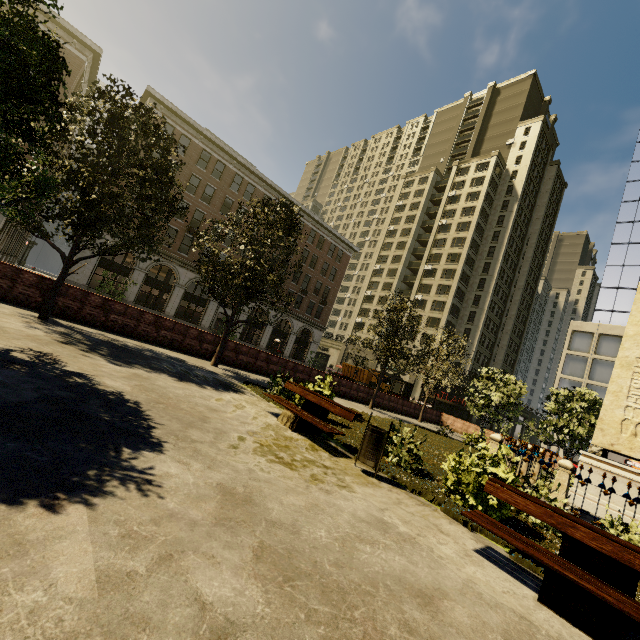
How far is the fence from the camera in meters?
8.2 m

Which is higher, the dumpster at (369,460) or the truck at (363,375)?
the truck at (363,375)

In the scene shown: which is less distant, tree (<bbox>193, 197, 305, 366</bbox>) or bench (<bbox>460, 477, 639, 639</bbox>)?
bench (<bbox>460, 477, 639, 639</bbox>)

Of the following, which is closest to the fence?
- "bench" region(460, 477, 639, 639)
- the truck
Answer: "bench" region(460, 477, 639, 639)

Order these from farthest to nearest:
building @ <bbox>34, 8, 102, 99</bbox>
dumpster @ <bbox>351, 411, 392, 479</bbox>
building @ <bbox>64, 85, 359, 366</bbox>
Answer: building @ <bbox>64, 85, 359, 366</bbox>
building @ <bbox>34, 8, 102, 99</bbox>
dumpster @ <bbox>351, 411, 392, 479</bbox>

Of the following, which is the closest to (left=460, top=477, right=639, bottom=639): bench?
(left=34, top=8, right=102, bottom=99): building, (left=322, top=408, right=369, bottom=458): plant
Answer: (left=322, top=408, right=369, bottom=458): plant

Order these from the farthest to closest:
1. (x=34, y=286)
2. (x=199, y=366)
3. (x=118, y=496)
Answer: (x=199, y=366) → (x=34, y=286) → (x=118, y=496)

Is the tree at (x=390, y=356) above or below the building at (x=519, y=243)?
below
